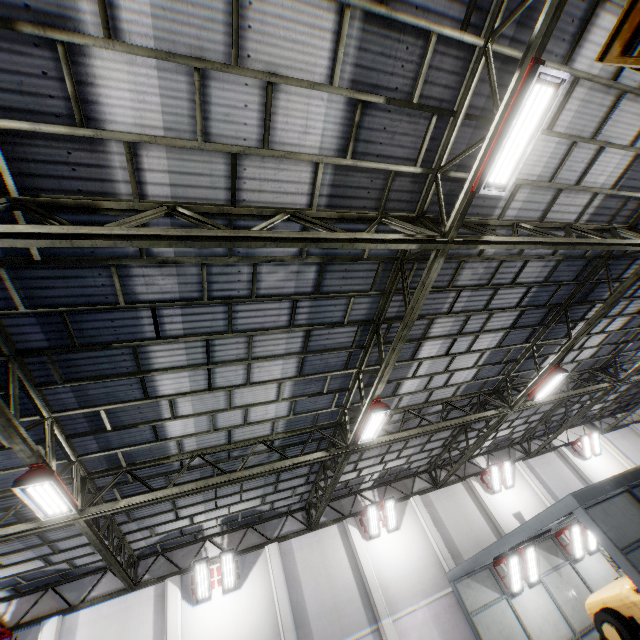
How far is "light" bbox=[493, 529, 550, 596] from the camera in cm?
1106

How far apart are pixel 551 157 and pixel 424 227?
3.4 meters

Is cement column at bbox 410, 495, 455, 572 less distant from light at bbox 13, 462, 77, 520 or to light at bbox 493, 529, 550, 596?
light at bbox 493, 529, 550, 596

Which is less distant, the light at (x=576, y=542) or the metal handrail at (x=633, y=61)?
the metal handrail at (x=633, y=61)

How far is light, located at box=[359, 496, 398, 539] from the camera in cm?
1556

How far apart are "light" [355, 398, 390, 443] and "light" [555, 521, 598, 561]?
12.27m

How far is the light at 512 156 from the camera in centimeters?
417cm

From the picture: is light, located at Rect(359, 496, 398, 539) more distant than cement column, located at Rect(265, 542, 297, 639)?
Yes
